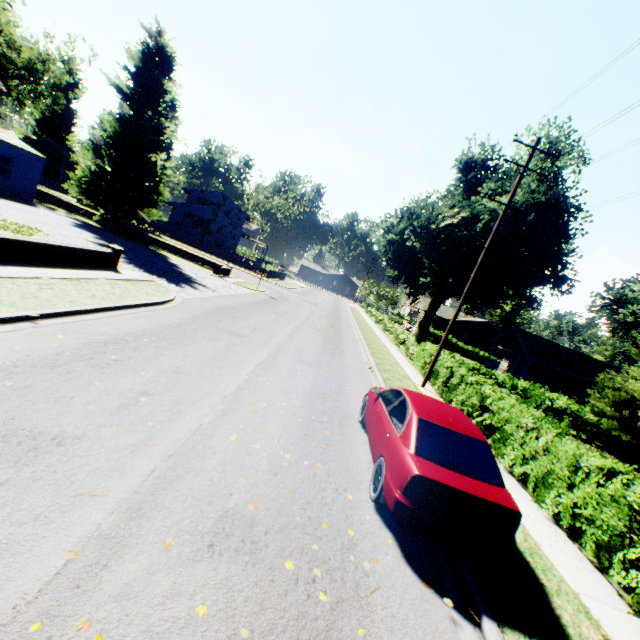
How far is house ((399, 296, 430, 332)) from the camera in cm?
5362

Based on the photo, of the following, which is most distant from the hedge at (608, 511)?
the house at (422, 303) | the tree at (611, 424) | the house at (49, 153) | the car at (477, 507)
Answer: the house at (49, 153)

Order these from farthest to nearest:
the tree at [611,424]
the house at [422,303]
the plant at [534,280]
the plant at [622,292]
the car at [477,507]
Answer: the house at [422,303] < the plant at [622,292] < the plant at [534,280] < the tree at [611,424] < the car at [477,507]

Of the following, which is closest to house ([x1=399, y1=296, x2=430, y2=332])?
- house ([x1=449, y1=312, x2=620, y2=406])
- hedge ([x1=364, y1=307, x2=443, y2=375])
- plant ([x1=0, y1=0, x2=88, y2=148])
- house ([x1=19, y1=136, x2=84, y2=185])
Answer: plant ([x1=0, y1=0, x2=88, y2=148])

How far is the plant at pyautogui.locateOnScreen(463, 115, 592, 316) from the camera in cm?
2641

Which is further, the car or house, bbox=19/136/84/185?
house, bbox=19/136/84/185

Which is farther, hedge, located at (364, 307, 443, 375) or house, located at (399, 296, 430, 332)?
house, located at (399, 296, 430, 332)

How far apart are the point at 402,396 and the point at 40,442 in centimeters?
567cm
